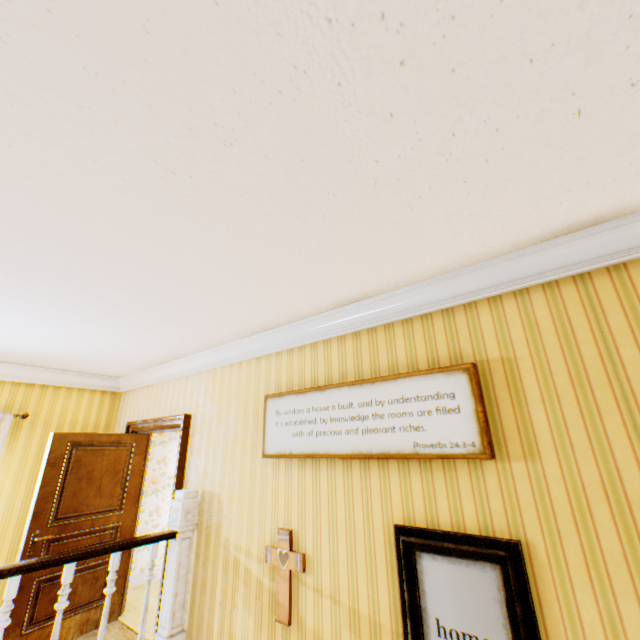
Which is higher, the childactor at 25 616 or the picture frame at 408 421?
the picture frame at 408 421

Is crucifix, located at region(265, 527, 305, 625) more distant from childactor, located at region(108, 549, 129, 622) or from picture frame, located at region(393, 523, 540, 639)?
childactor, located at region(108, 549, 129, 622)

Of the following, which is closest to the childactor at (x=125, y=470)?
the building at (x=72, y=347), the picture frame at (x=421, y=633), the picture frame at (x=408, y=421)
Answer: the building at (x=72, y=347)

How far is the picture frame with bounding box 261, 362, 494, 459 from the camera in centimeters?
204cm

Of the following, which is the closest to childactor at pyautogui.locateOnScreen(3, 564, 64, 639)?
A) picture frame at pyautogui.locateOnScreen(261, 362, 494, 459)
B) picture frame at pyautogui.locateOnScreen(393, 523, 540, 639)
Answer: picture frame at pyautogui.locateOnScreen(261, 362, 494, 459)

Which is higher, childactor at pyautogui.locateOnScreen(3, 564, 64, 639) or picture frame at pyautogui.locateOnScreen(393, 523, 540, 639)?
picture frame at pyautogui.locateOnScreen(393, 523, 540, 639)

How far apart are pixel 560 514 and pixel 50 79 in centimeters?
295cm

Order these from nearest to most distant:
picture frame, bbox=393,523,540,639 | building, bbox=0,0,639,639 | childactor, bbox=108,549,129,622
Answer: building, bbox=0,0,639,639
picture frame, bbox=393,523,540,639
childactor, bbox=108,549,129,622
